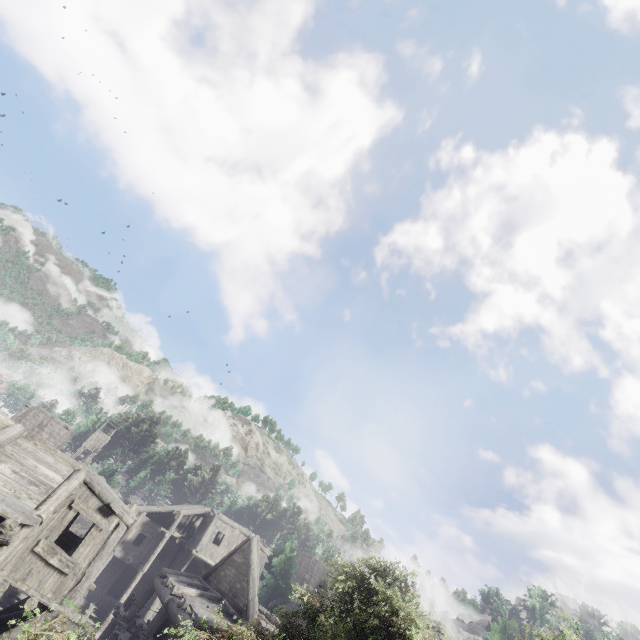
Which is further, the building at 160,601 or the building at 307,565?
the building at 307,565

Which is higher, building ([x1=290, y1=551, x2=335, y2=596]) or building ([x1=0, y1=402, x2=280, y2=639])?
building ([x1=290, y1=551, x2=335, y2=596])

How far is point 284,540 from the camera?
33.0 meters

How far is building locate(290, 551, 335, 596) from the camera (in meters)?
42.06

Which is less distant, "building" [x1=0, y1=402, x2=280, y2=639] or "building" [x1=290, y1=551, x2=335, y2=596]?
"building" [x1=0, y1=402, x2=280, y2=639]

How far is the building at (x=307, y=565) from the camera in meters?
42.1
